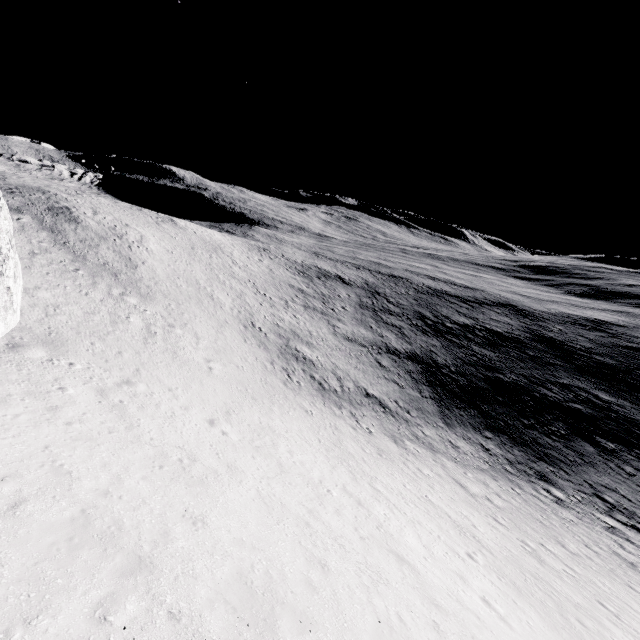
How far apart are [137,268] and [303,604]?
32.91m
